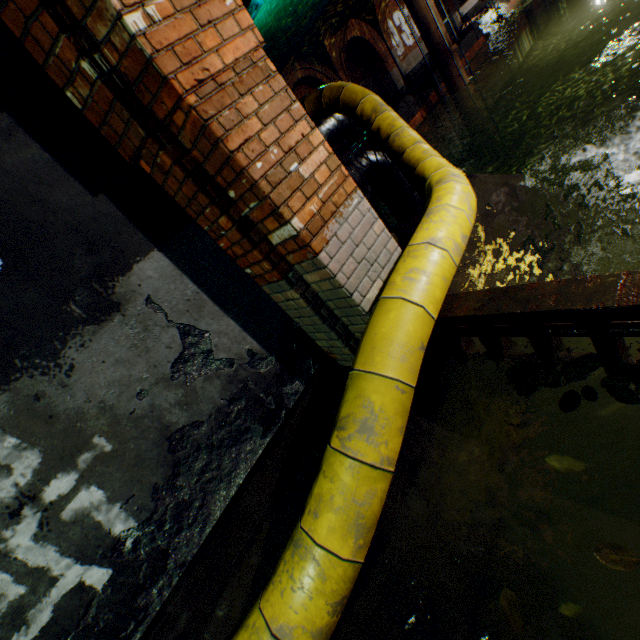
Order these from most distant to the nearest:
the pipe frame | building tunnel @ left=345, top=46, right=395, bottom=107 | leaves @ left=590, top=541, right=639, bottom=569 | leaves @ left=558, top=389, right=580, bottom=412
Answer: building tunnel @ left=345, top=46, right=395, bottom=107 → the pipe frame → leaves @ left=558, top=389, right=580, bottom=412 → leaves @ left=590, top=541, right=639, bottom=569

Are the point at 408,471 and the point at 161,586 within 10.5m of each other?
yes

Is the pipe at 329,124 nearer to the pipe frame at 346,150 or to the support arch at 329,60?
the pipe frame at 346,150

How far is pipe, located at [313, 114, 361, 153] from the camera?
5.8m

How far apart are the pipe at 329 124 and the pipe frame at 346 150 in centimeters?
30cm

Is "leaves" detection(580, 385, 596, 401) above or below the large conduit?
below

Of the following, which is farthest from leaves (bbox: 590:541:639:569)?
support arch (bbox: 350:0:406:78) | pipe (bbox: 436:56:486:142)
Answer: support arch (bbox: 350:0:406:78)

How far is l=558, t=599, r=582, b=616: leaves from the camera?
1.25m
